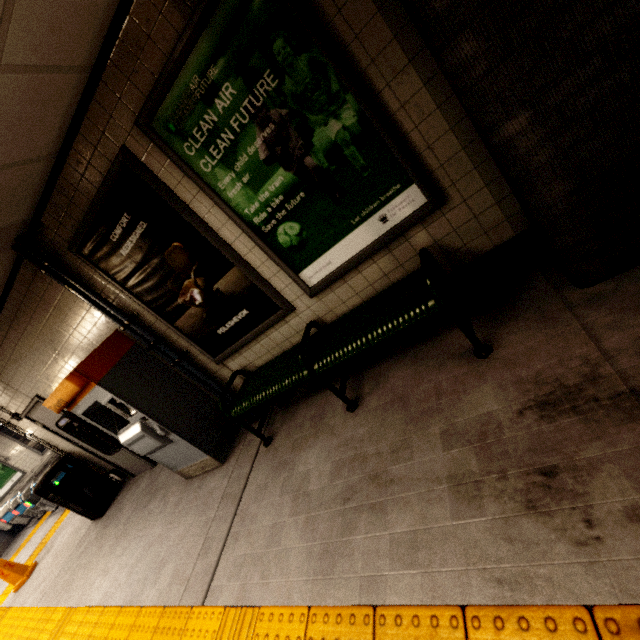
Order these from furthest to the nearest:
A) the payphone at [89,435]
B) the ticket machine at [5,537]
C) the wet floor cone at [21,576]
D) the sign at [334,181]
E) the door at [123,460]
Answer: the ticket machine at [5,537] < the wet floor cone at [21,576] < the door at [123,460] < the payphone at [89,435] < the sign at [334,181]

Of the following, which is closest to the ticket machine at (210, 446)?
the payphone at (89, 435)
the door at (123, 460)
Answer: the payphone at (89, 435)

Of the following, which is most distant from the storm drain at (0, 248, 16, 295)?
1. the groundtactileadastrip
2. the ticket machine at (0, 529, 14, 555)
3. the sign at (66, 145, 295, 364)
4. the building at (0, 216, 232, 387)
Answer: the groundtactileadastrip

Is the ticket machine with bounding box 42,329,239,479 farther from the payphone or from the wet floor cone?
the wet floor cone

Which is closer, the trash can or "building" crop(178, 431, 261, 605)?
"building" crop(178, 431, 261, 605)

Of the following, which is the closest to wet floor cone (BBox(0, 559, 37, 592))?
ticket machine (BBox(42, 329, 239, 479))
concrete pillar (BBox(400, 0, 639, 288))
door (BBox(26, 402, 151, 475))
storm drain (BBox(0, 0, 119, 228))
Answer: door (BBox(26, 402, 151, 475))

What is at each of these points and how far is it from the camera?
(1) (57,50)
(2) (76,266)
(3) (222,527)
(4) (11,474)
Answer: (1) storm drain, 1.8m
(2) building, 3.1m
(3) building, 2.9m
(4) sign, 11.4m

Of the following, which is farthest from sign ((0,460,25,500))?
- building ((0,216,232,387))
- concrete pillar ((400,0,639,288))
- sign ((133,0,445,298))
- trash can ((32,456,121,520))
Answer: concrete pillar ((400,0,639,288))
